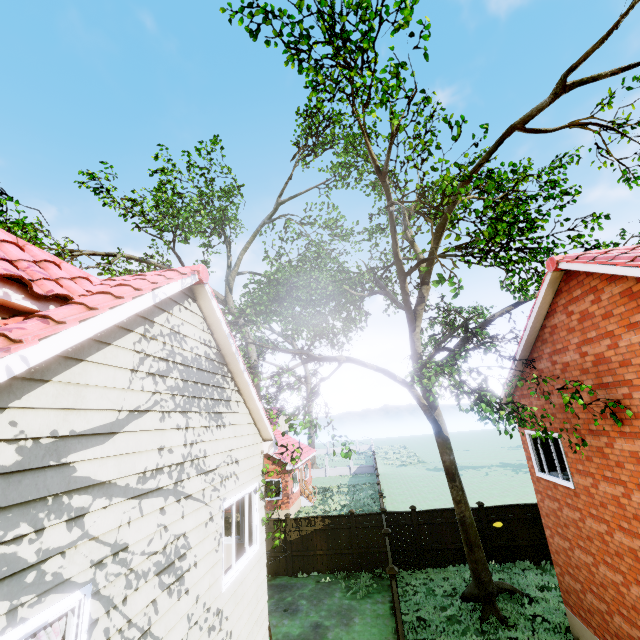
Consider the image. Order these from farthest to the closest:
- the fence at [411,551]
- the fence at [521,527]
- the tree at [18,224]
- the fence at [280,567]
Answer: the fence at [280,567]
the fence at [411,551]
the fence at [521,527]
the tree at [18,224]

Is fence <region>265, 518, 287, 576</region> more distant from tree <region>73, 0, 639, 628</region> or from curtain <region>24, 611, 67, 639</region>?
curtain <region>24, 611, 67, 639</region>

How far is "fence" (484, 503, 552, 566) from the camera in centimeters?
1396cm

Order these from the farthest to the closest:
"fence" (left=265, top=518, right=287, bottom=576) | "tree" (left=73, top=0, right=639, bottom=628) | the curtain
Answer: "fence" (left=265, top=518, right=287, bottom=576) < "tree" (left=73, top=0, right=639, bottom=628) < the curtain

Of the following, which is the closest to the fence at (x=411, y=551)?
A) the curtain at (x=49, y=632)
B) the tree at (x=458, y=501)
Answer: the tree at (x=458, y=501)

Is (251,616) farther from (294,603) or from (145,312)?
(294,603)
